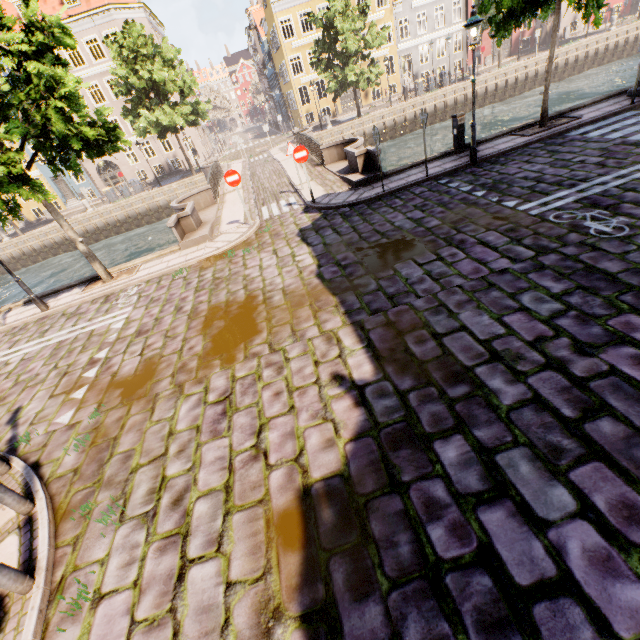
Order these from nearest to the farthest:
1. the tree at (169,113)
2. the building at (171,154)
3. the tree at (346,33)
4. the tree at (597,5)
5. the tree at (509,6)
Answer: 1. the tree at (597,5)
2. the tree at (509,6)
3. the tree at (169,113)
4. the tree at (346,33)
5. the building at (171,154)

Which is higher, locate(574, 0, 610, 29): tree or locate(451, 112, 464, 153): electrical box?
locate(574, 0, 610, 29): tree

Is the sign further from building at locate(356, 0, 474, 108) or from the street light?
building at locate(356, 0, 474, 108)

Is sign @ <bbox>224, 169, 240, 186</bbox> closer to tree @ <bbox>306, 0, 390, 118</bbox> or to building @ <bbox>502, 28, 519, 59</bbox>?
tree @ <bbox>306, 0, 390, 118</bbox>

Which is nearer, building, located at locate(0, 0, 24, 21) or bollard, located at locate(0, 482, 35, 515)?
bollard, located at locate(0, 482, 35, 515)

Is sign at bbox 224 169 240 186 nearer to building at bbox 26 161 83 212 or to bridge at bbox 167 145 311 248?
bridge at bbox 167 145 311 248

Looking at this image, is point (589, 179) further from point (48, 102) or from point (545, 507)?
point (48, 102)

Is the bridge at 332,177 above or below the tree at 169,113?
below
